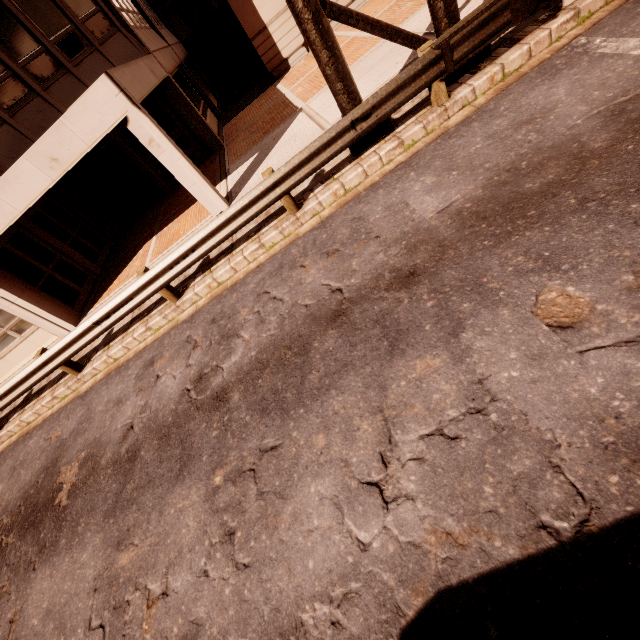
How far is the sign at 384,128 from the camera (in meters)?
6.59

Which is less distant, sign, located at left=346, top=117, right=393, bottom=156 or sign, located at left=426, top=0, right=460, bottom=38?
sign, located at left=426, top=0, right=460, bottom=38

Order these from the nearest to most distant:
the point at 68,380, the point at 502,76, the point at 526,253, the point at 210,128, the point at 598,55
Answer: the point at 526,253, the point at 598,55, the point at 502,76, the point at 68,380, the point at 210,128

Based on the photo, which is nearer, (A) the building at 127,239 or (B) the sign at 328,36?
(B) the sign at 328,36

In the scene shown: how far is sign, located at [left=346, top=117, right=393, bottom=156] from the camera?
6.6 meters

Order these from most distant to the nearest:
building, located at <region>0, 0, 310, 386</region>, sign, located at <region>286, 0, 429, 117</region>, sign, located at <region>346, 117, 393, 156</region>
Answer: building, located at <region>0, 0, 310, 386</region>
sign, located at <region>346, 117, 393, 156</region>
sign, located at <region>286, 0, 429, 117</region>

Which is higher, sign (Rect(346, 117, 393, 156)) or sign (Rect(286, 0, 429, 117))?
sign (Rect(286, 0, 429, 117))
